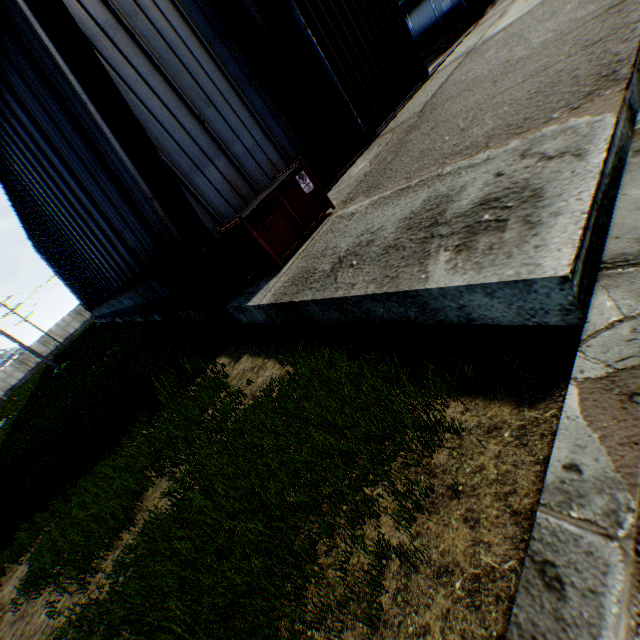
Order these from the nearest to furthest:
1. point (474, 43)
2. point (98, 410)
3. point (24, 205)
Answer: point (98, 410)
point (474, 43)
point (24, 205)

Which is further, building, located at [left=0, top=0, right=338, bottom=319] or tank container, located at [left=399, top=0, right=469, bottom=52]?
tank container, located at [left=399, top=0, right=469, bottom=52]

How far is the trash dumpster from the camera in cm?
596

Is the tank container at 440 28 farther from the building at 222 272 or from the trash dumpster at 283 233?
the trash dumpster at 283 233

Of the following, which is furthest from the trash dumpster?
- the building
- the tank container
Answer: the tank container

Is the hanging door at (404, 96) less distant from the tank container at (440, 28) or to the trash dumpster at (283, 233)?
the tank container at (440, 28)

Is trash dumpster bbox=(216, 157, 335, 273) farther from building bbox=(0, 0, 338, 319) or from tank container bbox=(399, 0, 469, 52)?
tank container bbox=(399, 0, 469, 52)
